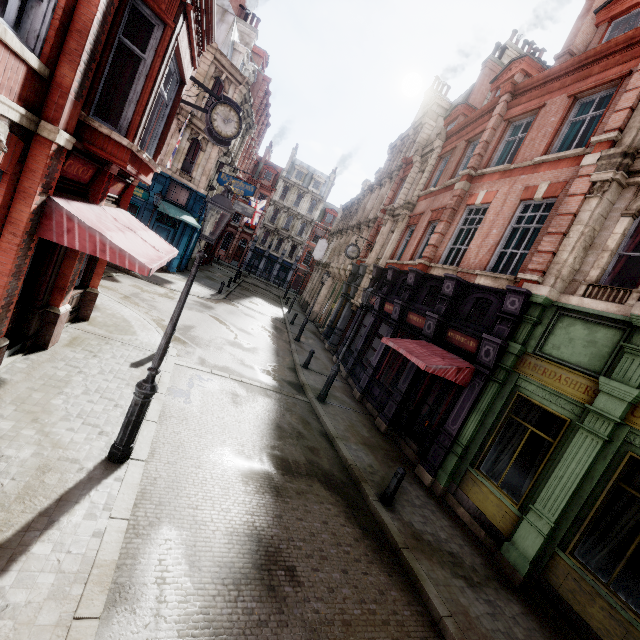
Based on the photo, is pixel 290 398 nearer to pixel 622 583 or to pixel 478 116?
pixel 622 583

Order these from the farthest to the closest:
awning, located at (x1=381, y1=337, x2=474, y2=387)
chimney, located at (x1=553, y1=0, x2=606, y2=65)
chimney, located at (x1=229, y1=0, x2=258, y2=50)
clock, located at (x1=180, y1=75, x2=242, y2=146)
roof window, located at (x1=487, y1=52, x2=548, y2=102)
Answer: chimney, located at (x1=229, y1=0, x2=258, y2=50) → roof window, located at (x1=487, y1=52, x2=548, y2=102) → chimney, located at (x1=553, y1=0, x2=606, y2=65) → clock, located at (x1=180, y1=75, x2=242, y2=146) → awning, located at (x1=381, y1=337, x2=474, y2=387)

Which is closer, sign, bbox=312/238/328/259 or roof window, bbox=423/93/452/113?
roof window, bbox=423/93/452/113

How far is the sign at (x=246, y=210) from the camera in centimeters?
2977cm

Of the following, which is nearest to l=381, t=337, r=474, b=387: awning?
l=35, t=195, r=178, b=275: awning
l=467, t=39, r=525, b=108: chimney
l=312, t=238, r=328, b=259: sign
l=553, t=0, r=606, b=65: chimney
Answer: l=35, t=195, r=178, b=275: awning

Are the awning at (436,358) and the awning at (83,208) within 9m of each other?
yes

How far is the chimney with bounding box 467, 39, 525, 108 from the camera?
22.0m

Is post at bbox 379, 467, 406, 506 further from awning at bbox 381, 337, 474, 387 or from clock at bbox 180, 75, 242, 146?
clock at bbox 180, 75, 242, 146
